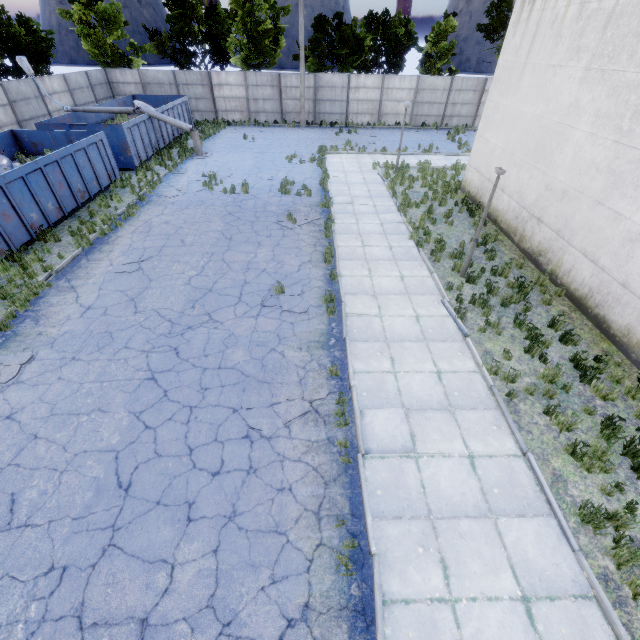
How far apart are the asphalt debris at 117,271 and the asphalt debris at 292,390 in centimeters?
613cm

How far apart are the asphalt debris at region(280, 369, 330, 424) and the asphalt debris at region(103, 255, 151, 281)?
6.13m

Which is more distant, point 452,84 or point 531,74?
point 452,84

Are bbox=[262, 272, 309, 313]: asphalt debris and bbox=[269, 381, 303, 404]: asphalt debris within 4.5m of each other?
yes

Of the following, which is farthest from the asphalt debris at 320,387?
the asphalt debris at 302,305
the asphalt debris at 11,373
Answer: the asphalt debris at 11,373

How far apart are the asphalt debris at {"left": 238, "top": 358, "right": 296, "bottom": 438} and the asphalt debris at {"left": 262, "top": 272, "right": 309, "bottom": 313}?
1.7m

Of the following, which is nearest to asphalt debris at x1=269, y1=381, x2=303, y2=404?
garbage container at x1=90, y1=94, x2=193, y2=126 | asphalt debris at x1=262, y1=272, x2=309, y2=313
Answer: asphalt debris at x1=262, y1=272, x2=309, y2=313

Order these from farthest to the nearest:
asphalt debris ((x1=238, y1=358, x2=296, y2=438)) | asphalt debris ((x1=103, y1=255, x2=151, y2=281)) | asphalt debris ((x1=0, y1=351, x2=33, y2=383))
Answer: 1. asphalt debris ((x1=103, y1=255, x2=151, y2=281))
2. asphalt debris ((x1=0, y1=351, x2=33, y2=383))
3. asphalt debris ((x1=238, y1=358, x2=296, y2=438))
